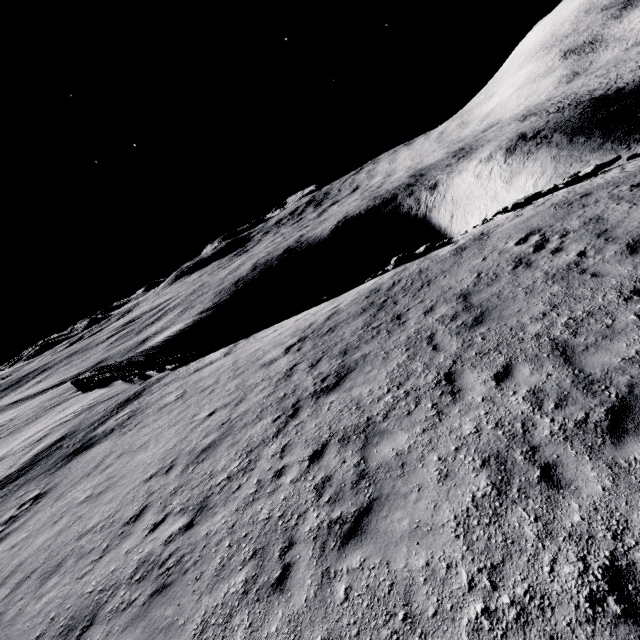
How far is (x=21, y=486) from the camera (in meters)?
13.99

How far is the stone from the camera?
23.9m

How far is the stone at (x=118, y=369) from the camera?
23.9 meters
